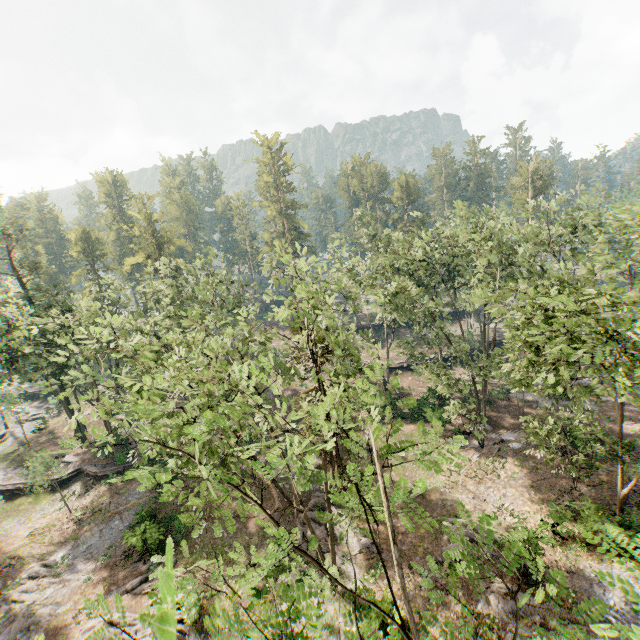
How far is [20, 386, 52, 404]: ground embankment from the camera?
51.22m

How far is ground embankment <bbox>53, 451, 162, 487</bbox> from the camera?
32.8m

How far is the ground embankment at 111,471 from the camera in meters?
32.8

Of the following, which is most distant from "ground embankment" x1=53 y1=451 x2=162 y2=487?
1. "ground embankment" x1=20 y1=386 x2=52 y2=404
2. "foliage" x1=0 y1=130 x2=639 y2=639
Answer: "ground embankment" x1=20 y1=386 x2=52 y2=404

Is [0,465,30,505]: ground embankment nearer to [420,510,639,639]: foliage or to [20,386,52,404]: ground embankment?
[420,510,639,639]: foliage

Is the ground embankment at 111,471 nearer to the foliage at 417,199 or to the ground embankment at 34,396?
the foliage at 417,199

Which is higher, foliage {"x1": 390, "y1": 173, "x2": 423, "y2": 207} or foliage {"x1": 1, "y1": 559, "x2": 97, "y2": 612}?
foliage {"x1": 390, "y1": 173, "x2": 423, "y2": 207}

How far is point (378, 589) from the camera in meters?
18.5 m
